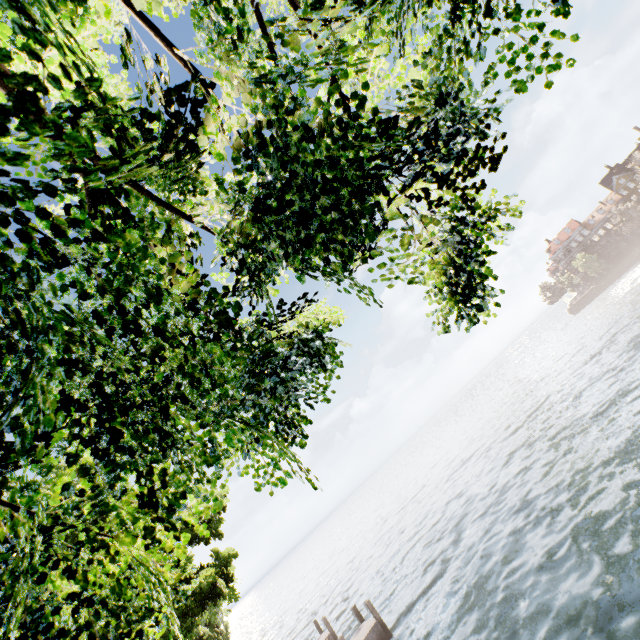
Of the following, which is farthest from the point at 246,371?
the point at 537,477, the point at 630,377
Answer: the point at 630,377
